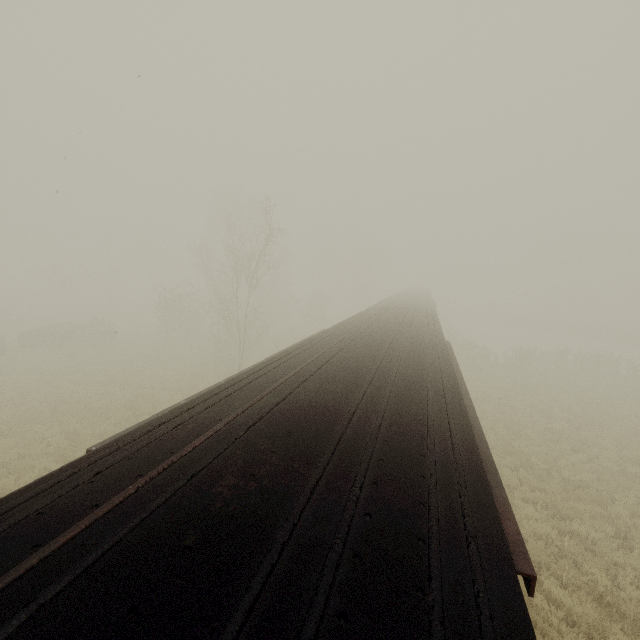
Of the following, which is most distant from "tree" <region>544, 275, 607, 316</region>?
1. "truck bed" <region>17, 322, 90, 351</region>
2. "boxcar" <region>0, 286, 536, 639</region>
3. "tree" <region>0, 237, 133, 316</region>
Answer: "tree" <region>0, 237, 133, 316</region>

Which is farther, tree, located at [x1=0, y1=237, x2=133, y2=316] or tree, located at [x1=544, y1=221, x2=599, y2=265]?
tree, located at [x1=544, y1=221, x2=599, y2=265]

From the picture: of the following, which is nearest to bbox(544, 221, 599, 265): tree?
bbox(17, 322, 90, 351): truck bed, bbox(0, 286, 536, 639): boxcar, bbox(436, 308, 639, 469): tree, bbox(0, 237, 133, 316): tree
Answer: bbox(436, 308, 639, 469): tree

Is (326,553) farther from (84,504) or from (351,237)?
(351,237)

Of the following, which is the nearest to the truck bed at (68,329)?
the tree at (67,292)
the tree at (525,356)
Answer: the tree at (67,292)

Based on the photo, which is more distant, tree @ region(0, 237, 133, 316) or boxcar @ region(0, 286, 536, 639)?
tree @ region(0, 237, 133, 316)

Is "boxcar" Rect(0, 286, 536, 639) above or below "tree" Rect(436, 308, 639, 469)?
above

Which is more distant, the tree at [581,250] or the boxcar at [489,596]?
the tree at [581,250]
